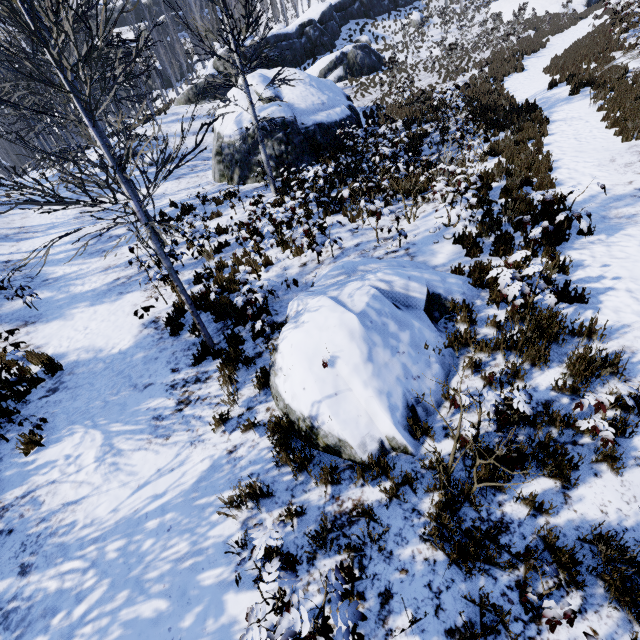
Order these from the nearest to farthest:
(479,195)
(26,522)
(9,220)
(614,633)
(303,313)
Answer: (614,633) → (26,522) → (303,313) → (479,195) → (9,220)

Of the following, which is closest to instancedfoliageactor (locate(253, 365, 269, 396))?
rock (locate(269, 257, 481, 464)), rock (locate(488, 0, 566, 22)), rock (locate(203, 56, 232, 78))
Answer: rock (locate(488, 0, 566, 22))

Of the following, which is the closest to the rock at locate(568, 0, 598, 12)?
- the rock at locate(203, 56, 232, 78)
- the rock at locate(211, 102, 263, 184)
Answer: the rock at locate(203, 56, 232, 78)

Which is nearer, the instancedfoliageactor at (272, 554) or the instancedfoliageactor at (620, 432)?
the instancedfoliageactor at (272, 554)

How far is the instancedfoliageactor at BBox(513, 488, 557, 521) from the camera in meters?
2.9

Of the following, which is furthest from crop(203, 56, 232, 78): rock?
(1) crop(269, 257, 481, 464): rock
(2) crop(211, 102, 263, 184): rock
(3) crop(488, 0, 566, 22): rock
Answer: (1) crop(269, 257, 481, 464): rock

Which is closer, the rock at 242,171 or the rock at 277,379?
the rock at 277,379

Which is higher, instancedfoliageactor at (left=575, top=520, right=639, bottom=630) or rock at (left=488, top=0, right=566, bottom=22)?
rock at (left=488, top=0, right=566, bottom=22)
